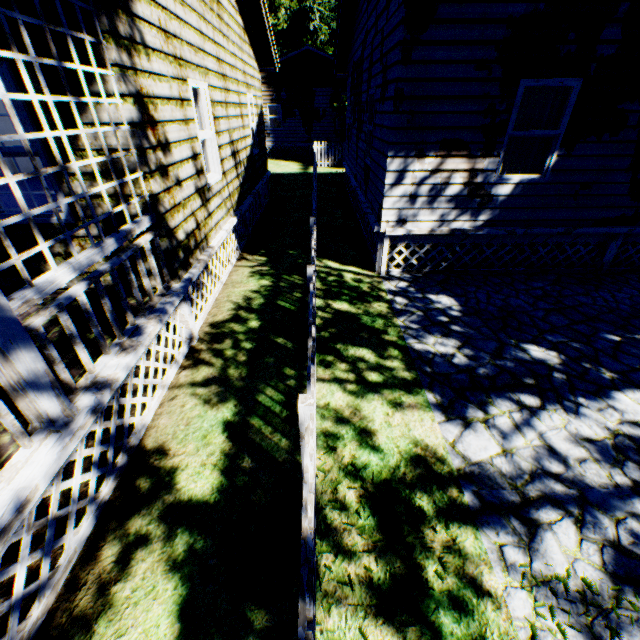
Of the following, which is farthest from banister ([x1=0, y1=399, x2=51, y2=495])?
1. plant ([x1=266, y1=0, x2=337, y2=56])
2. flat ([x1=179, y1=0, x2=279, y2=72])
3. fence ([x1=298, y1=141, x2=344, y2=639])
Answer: plant ([x1=266, y1=0, x2=337, y2=56])

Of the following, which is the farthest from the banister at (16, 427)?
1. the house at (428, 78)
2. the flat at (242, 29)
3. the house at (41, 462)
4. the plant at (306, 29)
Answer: the plant at (306, 29)

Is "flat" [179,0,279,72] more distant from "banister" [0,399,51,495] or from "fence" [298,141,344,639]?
"fence" [298,141,344,639]

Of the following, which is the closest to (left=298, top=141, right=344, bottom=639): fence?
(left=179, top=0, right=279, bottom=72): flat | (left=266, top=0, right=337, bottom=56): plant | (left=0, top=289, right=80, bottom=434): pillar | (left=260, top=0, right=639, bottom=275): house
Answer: (left=266, top=0, right=337, bottom=56): plant

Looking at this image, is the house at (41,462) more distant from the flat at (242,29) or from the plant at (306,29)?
the plant at (306,29)

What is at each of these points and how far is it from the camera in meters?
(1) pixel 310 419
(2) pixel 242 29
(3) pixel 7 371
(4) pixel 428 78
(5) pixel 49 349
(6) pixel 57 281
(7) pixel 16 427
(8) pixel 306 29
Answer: (1) fence, 2.3 m
(2) flat, 8.7 m
(3) pillar, 2.1 m
(4) house, 5.3 m
(5) banister, 2.5 m
(6) banister, 2.5 m
(7) banister, 2.2 m
(8) plant, 46.8 m

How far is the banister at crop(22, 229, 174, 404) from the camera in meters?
2.5

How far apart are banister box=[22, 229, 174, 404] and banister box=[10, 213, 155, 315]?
0.1m
